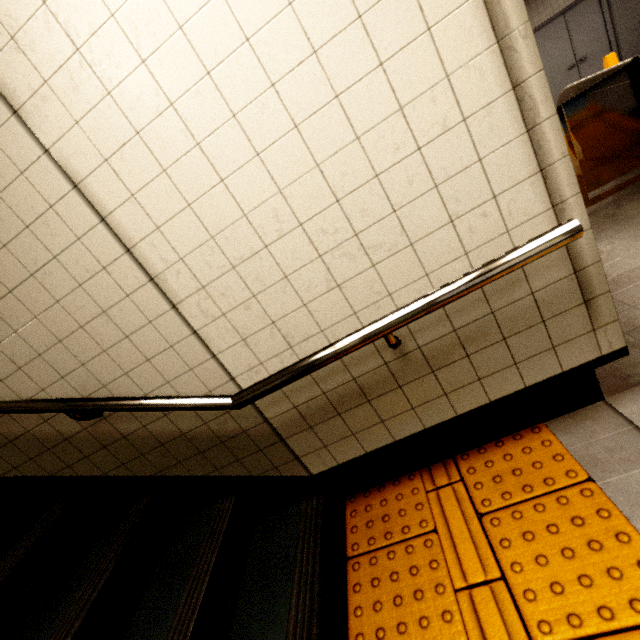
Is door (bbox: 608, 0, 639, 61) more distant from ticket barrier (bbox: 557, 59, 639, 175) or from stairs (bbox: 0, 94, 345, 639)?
stairs (bbox: 0, 94, 345, 639)

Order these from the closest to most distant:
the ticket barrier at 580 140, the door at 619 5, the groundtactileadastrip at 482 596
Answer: the groundtactileadastrip at 482 596
the ticket barrier at 580 140
the door at 619 5

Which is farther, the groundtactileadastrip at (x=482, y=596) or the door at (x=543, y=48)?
the door at (x=543, y=48)

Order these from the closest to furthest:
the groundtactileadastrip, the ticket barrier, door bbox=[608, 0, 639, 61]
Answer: the groundtactileadastrip → the ticket barrier → door bbox=[608, 0, 639, 61]

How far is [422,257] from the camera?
1.3m

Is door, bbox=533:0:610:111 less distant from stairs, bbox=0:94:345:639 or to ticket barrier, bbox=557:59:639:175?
ticket barrier, bbox=557:59:639:175

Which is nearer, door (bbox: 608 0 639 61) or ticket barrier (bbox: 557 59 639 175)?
ticket barrier (bbox: 557 59 639 175)
